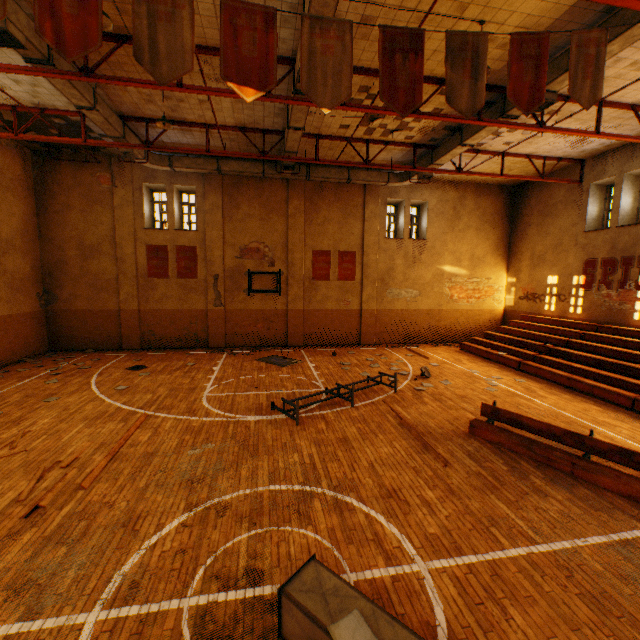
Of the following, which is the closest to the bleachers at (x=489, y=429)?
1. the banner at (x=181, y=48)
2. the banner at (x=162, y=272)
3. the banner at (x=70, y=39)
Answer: the banner at (x=181, y=48)

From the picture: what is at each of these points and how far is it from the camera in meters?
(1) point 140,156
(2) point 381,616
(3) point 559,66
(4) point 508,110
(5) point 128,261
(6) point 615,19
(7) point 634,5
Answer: (1) vent duct, 12.7
(2) vent duct, 2.9
(3) vent duct, 7.5
(4) vent duct, 9.0
(5) wall pilaster, 15.1
(6) vent duct, 6.3
(7) metal beam, 5.2

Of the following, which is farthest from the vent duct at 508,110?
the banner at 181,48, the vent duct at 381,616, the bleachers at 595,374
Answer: the bleachers at 595,374

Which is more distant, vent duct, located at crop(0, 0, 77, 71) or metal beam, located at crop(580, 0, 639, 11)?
vent duct, located at crop(0, 0, 77, 71)

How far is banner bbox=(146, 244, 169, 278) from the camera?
15.3m

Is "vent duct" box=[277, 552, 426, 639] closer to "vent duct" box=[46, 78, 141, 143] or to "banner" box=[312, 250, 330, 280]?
"vent duct" box=[46, 78, 141, 143]

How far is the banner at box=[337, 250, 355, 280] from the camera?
17.0m

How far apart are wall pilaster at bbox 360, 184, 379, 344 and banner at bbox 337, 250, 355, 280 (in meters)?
0.32
